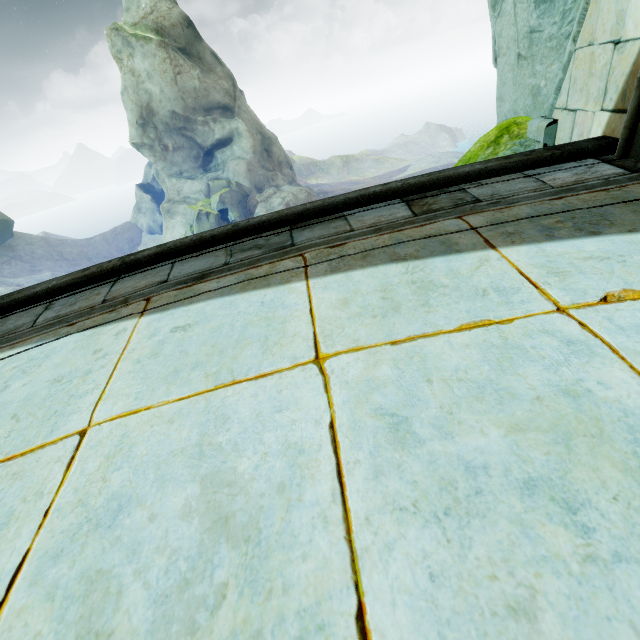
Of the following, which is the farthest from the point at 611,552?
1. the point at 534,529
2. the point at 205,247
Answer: the point at 205,247

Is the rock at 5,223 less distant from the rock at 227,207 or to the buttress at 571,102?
the rock at 227,207

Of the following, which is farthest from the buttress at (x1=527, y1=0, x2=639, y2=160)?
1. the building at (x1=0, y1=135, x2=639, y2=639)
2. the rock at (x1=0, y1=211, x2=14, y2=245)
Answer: the rock at (x1=0, y1=211, x2=14, y2=245)

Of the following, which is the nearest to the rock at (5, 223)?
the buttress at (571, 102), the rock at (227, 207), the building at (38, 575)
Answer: → the rock at (227, 207)

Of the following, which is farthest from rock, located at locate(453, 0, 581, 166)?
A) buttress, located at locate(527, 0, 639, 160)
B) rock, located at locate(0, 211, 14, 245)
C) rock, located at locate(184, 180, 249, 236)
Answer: rock, located at locate(0, 211, 14, 245)

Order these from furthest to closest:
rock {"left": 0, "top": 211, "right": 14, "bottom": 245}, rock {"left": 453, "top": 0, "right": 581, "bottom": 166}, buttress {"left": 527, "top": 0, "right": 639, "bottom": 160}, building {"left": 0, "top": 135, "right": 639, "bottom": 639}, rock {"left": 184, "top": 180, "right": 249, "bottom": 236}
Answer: rock {"left": 0, "top": 211, "right": 14, "bottom": 245} → rock {"left": 184, "top": 180, "right": 249, "bottom": 236} → rock {"left": 453, "top": 0, "right": 581, "bottom": 166} → buttress {"left": 527, "top": 0, "right": 639, "bottom": 160} → building {"left": 0, "top": 135, "right": 639, "bottom": 639}

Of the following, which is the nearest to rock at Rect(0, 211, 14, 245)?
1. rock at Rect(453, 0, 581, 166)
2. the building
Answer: rock at Rect(453, 0, 581, 166)

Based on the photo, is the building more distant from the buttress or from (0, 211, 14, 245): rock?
(0, 211, 14, 245): rock
